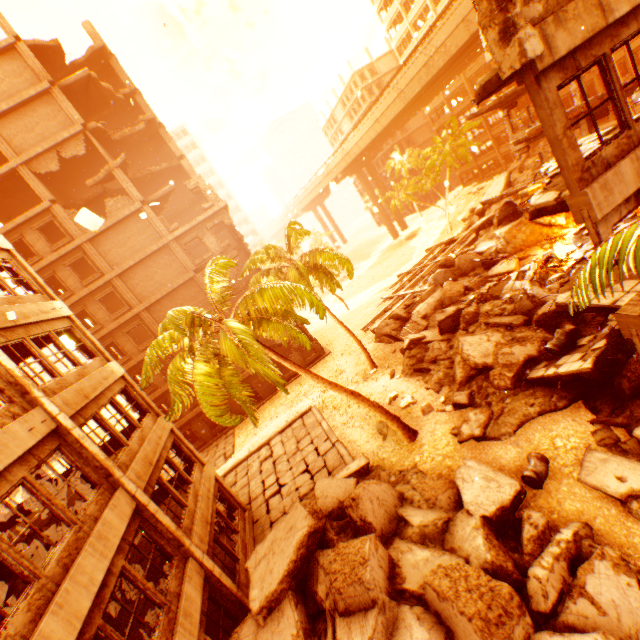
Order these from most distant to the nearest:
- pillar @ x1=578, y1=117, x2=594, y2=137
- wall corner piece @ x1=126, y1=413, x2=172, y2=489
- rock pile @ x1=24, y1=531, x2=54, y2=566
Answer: pillar @ x1=578, y1=117, x2=594, y2=137 < wall corner piece @ x1=126, y1=413, x2=172, y2=489 < rock pile @ x1=24, y1=531, x2=54, y2=566

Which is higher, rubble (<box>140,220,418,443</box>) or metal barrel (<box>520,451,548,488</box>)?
rubble (<box>140,220,418,443</box>)

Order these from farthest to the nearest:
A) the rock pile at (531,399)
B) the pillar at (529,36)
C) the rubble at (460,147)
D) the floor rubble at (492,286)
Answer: the rubble at (460,147)
the floor rubble at (492,286)
the rock pile at (531,399)
the pillar at (529,36)

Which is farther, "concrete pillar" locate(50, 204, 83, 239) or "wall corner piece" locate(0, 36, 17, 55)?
"concrete pillar" locate(50, 204, 83, 239)

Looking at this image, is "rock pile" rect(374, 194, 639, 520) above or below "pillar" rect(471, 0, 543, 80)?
below

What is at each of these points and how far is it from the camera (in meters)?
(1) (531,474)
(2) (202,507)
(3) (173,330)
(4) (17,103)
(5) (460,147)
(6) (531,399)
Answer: (1) metal barrel, 8.80
(2) wall corner piece, 11.80
(3) rubble, 12.59
(4) wall corner piece, 21.67
(5) rubble, 40.44
(6) rock pile, 11.32

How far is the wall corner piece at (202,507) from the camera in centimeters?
1044cm

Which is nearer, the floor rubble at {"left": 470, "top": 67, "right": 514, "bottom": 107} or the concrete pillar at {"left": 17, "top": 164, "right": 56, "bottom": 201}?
the floor rubble at {"left": 470, "top": 67, "right": 514, "bottom": 107}
